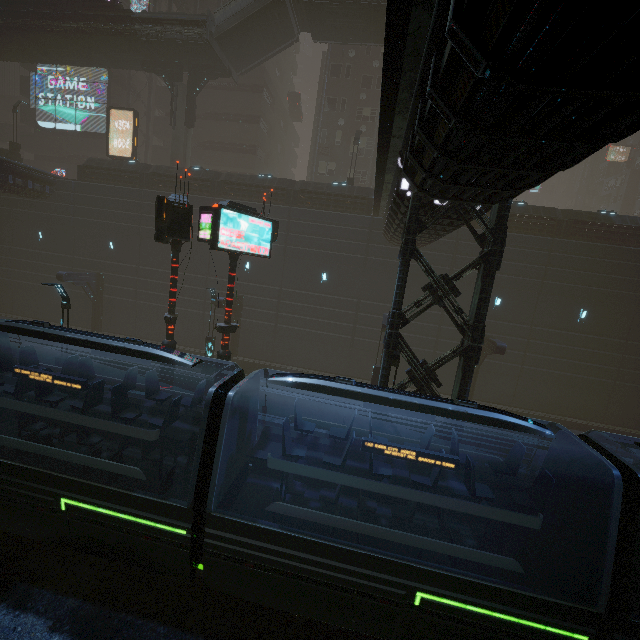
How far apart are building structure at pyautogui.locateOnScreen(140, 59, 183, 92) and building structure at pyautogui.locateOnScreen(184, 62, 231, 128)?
0.7m

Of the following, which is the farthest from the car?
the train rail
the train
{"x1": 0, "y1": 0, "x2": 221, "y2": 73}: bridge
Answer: the train rail

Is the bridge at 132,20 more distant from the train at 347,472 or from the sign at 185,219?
the train at 347,472

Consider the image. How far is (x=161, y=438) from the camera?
8.1m

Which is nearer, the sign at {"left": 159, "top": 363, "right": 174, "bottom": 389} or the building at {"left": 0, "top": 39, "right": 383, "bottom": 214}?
the sign at {"left": 159, "top": 363, "right": 174, "bottom": 389}

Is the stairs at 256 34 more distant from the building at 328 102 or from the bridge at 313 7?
the building at 328 102

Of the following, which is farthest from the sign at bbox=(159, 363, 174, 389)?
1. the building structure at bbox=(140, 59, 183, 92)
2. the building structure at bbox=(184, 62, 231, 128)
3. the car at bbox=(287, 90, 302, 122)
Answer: the car at bbox=(287, 90, 302, 122)

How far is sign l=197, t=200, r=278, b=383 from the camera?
10.98m
